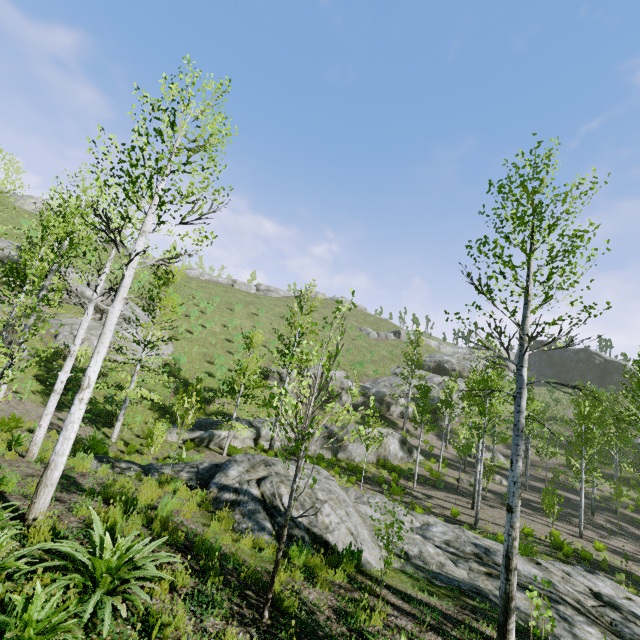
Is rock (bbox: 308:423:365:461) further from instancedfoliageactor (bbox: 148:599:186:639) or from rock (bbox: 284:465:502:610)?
rock (bbox: 284:465:502:610)

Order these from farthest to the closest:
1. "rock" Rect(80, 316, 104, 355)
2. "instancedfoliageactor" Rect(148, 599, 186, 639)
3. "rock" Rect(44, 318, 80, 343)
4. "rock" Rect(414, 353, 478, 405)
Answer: "rock" Rect(414, 353, 478, 405) → "rock" Rect(80, 316, 104, 355) → "rock" Rect(44, 318, 80, 343) → "instancedfoliageactor" Rect(148, 599, 186, 639)

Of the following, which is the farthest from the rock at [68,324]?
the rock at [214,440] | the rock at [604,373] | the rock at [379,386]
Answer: the rock at [604,373]

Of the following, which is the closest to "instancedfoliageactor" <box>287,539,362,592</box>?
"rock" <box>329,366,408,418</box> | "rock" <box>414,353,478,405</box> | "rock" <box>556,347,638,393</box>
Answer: "rock" <box>329,366,408,418</box>

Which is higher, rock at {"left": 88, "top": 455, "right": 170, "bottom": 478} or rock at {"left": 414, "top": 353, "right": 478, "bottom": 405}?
rock at {"left": 414, "top": 353, "right": 478, "bottom": 405}

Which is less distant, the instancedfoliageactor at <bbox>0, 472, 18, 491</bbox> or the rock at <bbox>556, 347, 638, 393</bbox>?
the instancedfoliageactor at <bbox>0, 472, 18, 491</bbox>

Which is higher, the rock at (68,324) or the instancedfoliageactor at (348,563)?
the rock at (68,324)

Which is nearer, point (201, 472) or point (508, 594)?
point (508, 594)
